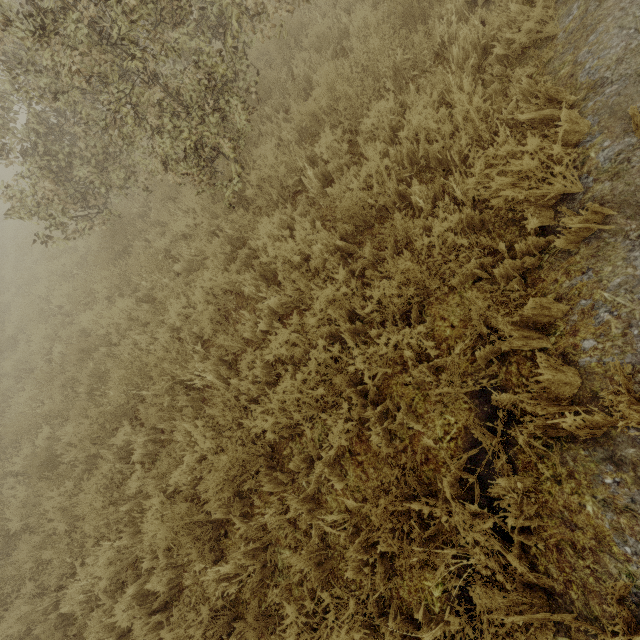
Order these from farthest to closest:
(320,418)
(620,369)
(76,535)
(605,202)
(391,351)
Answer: (76,535), (320,418), (391,351), (605,202), (620,369)
